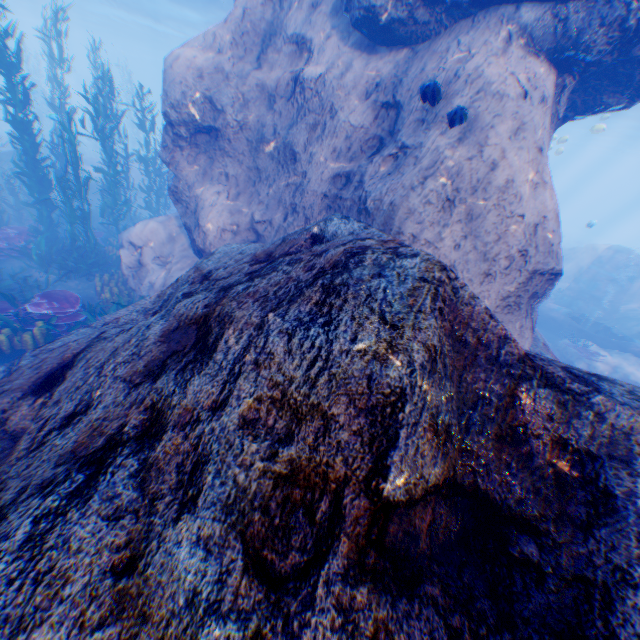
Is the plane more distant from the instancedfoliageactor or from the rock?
the instancedfoliageactor

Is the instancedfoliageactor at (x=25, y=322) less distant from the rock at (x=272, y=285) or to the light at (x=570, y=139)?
the rock at (x=272, y=285)

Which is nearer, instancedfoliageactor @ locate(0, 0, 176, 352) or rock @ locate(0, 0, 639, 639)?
rock @ locate(0, 0, 639, 639)

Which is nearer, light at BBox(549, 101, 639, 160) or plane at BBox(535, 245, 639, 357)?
plane at BBox(535, 245, 639, 357)

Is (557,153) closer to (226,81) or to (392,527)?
(226,81)

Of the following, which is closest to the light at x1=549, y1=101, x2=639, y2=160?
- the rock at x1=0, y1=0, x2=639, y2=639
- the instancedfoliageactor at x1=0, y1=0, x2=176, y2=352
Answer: the rock at x1=0, y1=0, x2=639, y2=639

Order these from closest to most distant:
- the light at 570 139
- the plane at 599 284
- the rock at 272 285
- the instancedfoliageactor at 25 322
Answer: the rock at 272 285 < the instancedfoliageactor at 25 322 < the plane at 599 284 < the light at 570 139

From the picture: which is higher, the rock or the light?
the light
